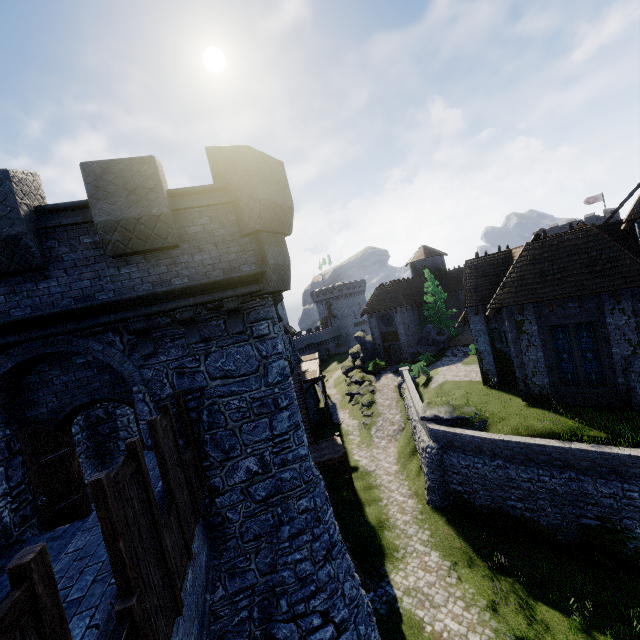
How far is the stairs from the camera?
20.8m

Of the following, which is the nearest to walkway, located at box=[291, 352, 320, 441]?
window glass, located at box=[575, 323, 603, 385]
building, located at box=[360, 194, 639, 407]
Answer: building, located at box=[360, 194, 639, 407]

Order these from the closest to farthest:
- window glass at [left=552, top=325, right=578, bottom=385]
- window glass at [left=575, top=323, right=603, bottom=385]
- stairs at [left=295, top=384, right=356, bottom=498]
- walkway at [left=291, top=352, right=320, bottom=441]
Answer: window glass at [left=575, top=323, right=603, bottom=385] < window glass at [left=552, top=325, right=578, bottom=385] < stairs at [left=295, top=384, right=356, bottom=498] < walkway at [left=291, top=352, right=320, bottom=441]

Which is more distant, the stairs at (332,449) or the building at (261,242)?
the stairs at (332,449)

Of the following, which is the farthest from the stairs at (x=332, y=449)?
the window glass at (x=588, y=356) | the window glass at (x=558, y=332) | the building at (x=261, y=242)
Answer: the window glass at (x=588, y=356)

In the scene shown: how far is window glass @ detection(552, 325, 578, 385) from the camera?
17.0m

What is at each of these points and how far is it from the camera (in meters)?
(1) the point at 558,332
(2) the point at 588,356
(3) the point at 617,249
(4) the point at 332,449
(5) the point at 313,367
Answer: (1) window glass, 17.14
(2) window glass, 16.45
(3) building, 15.34
(4) stairs, 22.08
(5) walkway, 37.94

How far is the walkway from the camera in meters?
28.6
